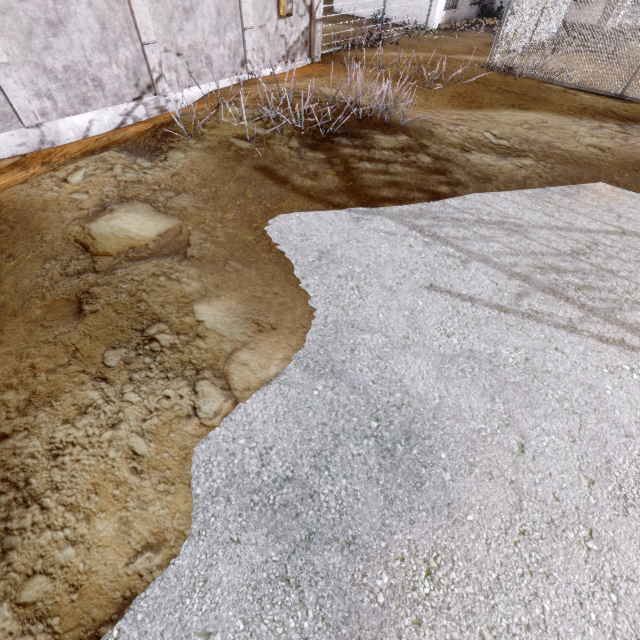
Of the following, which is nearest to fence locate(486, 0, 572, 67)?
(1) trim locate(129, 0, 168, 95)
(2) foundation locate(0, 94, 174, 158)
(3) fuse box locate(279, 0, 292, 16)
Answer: (1) trim locate(129, 0, 168, 95)

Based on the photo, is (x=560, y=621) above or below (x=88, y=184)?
below

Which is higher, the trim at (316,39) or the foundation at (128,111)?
the trim at (316,39)

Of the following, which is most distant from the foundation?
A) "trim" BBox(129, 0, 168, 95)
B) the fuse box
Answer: the fuse box

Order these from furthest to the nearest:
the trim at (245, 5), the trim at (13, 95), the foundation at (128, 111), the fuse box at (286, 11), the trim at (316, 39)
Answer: the trim at (316, 39) < the fuse box at (286, 11) < the trim at (245, 5) < the foundation at (128, 111) < the trim at (13, 95)

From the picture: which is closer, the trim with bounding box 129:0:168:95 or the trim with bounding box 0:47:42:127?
the trim with bounding box 0:47:42:127

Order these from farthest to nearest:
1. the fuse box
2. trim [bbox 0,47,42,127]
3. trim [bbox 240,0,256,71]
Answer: the fuse box, trim [bbox 240,0,256,71], trim [bbox 0,47,42,127]
